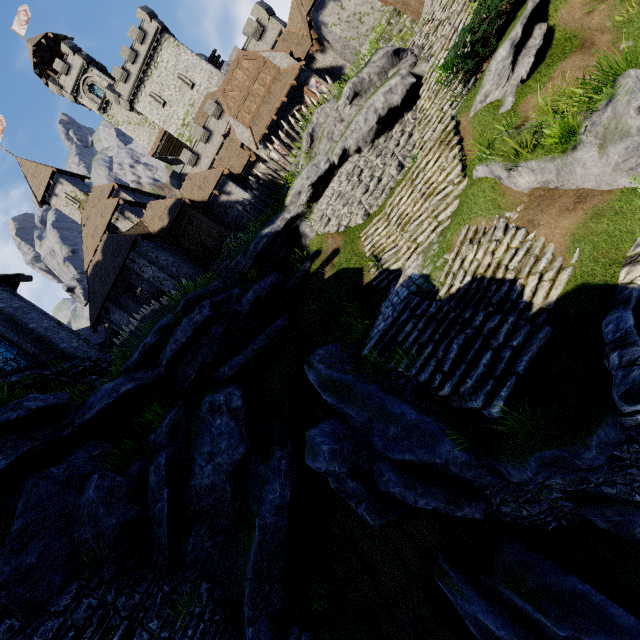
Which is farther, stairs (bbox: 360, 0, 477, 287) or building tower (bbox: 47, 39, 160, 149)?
building tower (bbox: 47, 39, 160, 149)

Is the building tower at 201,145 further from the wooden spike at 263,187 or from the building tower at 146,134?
the wooden spike at 263,187

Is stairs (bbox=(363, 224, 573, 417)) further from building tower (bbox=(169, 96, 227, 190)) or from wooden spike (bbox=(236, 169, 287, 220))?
building tower (bbox=(169, 96, 227, 190))

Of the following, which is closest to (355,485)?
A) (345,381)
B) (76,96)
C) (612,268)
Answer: (345,381)

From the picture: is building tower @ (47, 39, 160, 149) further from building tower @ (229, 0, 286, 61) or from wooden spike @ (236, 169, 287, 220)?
wooden spike @ (236, 169, 287, 220)

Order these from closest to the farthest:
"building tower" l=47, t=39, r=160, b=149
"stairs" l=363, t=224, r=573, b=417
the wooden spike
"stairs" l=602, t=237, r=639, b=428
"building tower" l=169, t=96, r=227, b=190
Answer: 1. "stairs" l=602, t=237, r=639, b=428
2. "stairs" l=363, t=224, r=573, b=417
3. the wooden spike
4. "building tower" l=169, t=96, r=227, b=190
5. "building tower" l=47, t=39, r=160, b=149

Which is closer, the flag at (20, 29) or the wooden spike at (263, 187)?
the wooden spike at (263, 187)

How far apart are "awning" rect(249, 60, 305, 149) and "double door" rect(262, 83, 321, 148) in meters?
0.5
